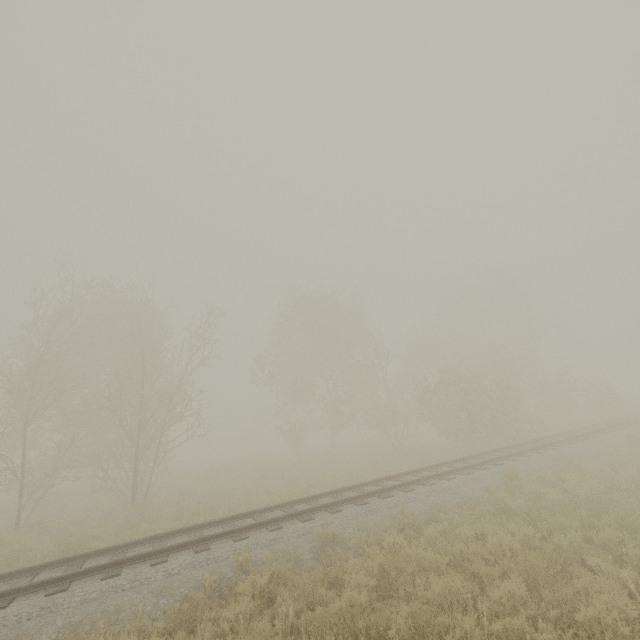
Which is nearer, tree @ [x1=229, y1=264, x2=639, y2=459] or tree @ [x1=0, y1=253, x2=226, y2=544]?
tree @ [x1=0, y1=253, x2=226, y2=544]

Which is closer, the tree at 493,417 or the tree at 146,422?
the tree at 146,422

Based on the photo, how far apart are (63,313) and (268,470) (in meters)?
16.92
